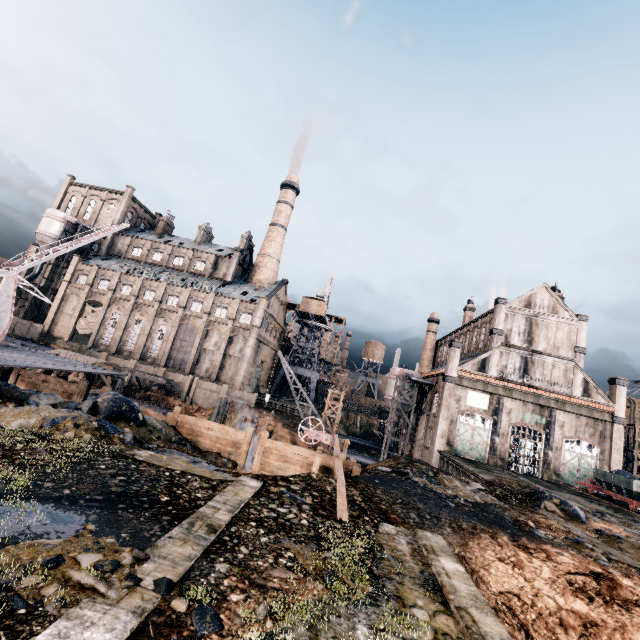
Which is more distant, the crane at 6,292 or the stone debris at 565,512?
the crane at 6,292

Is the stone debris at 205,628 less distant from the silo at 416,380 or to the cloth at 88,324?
the silo at 416,380

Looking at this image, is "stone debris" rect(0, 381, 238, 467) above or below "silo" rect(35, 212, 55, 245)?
below

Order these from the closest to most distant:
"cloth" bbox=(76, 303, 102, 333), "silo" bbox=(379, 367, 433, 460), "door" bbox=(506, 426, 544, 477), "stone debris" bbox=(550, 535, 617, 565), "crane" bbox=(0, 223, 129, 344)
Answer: "stone debris" bbox=(550, 535, 617, 565)
"crane" bbox=(0, 223, 129, 344)
"door" bbox=(506, 426, 544, 477)
"silo" bbox=(379, 367, 433, 460)
"cloth" bbox=(76, 303, 102, 333)

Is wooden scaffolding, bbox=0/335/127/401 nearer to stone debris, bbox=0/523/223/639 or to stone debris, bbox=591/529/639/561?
stone debris, bbox=0/523/223/639

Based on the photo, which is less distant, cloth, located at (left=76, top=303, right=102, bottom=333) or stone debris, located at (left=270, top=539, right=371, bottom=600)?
stone debris, located at (left=270, top=539, right=371, bottom=600)

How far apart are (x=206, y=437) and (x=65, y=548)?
14.4 meters

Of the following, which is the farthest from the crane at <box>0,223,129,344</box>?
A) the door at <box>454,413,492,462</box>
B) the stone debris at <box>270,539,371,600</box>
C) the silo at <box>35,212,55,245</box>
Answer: the silo at <box>35,212,55,245</box>
